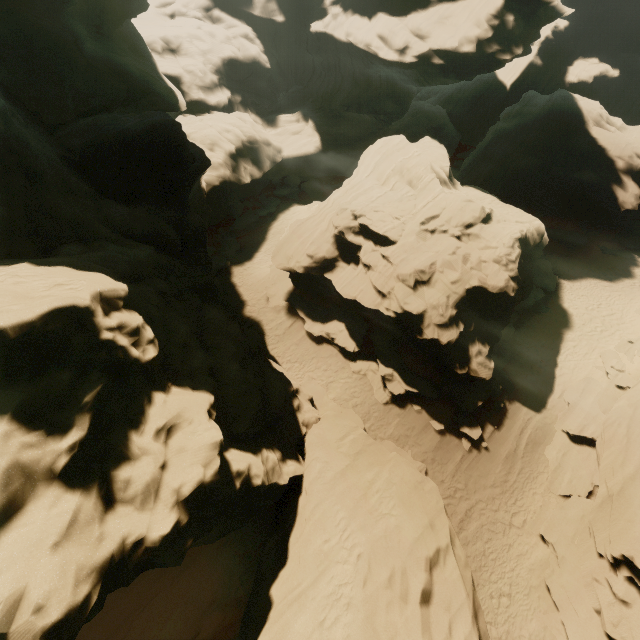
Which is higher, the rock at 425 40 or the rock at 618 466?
the rock at 425 40

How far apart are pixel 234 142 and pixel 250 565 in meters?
31.3

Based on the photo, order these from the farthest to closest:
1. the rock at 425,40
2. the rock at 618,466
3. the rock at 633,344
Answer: the rock at 633,344
the rock at 618,466
the rock at 425,40

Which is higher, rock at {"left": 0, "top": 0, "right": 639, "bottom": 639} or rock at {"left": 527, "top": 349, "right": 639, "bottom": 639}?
rock at {"left": 0, "top": 0, "right": 639, "bottom": 639}

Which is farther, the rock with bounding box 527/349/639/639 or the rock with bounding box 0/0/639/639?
the rock with bounding box 527/349/639/639

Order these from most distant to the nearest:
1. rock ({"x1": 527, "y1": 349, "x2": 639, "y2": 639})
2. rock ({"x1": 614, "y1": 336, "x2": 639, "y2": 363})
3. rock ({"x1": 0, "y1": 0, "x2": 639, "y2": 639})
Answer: rock ({"x1": 614, "y1": 336, "x2": 639, "y2": 363}), rock ({"x1": 527, "y1": 349, "x2": 639, "y2": 639}), rock ({"x1": 0, "y1": 0, "x2": 639, "y2": 639})
